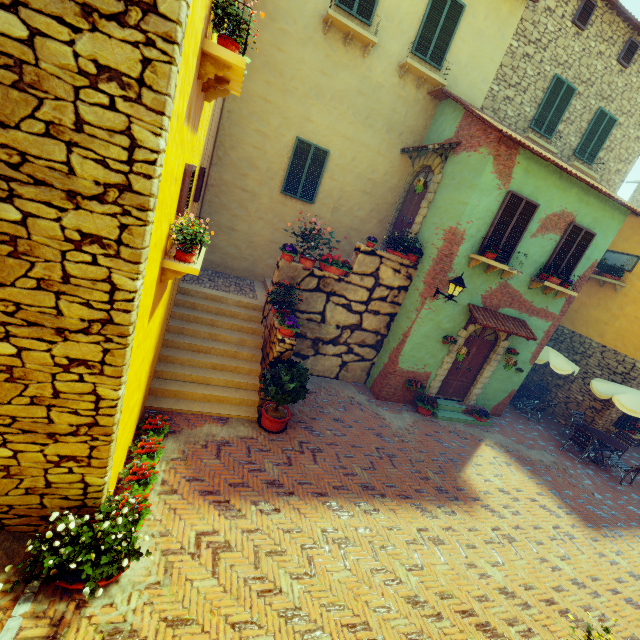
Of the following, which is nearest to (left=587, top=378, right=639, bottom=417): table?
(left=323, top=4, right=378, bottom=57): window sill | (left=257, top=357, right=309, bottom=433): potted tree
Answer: (left=257, top=357, right=309, bottom=433): potted tree

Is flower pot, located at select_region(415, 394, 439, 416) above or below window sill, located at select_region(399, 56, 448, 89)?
below

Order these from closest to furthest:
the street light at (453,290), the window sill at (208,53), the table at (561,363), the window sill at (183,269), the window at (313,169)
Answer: the window sill at (208,53) → the window sill at (183,269) → the street light at (453,290) → the window at (313,169) → the table at (561,363)

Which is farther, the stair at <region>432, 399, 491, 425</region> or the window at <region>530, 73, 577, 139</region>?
the window at <region>530, 73, 577, 139</region>

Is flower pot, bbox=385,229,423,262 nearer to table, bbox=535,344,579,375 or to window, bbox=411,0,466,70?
window, bbox=411,0,466,70

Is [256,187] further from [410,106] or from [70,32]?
[70,32]

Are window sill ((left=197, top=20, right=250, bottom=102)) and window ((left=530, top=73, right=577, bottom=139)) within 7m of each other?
no

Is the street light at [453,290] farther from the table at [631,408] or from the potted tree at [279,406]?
the table at [631,408]
